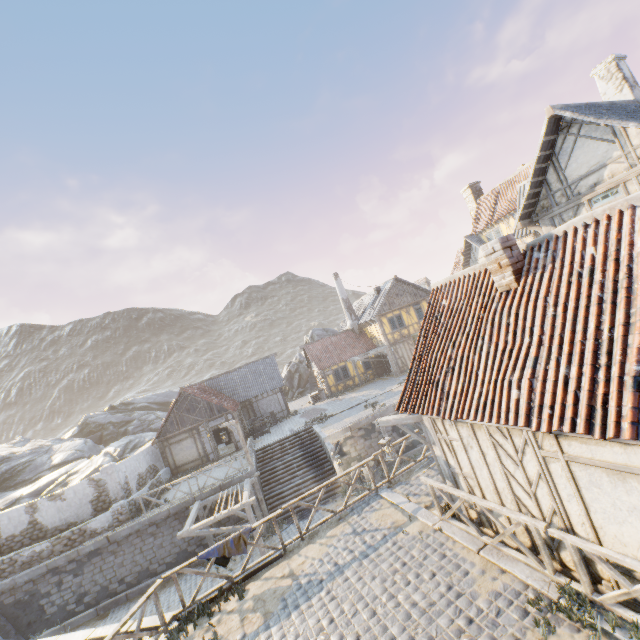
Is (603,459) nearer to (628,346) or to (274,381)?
(628,346)

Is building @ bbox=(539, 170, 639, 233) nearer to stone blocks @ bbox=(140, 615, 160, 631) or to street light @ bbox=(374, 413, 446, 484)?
stone blocks @ bbox=(140, 615, 160, 631)

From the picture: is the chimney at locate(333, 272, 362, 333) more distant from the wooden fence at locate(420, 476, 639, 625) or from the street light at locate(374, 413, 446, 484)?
the street light at locate(374, 413, 446, 484)

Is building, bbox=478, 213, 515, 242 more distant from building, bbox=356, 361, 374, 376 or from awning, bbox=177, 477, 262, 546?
awning, bbox=177, 477, 262, 546

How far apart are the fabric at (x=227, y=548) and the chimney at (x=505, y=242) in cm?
944

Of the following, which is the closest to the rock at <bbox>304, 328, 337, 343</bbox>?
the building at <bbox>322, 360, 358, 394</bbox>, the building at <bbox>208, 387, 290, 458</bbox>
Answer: the building at <bbox>208, 387, 290, 458</bbox>

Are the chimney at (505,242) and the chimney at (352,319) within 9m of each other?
no

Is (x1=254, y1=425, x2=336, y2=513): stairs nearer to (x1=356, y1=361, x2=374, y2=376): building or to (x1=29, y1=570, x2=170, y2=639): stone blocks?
(x1=29, y1=570, x2=170, y2=639): stone blocks
